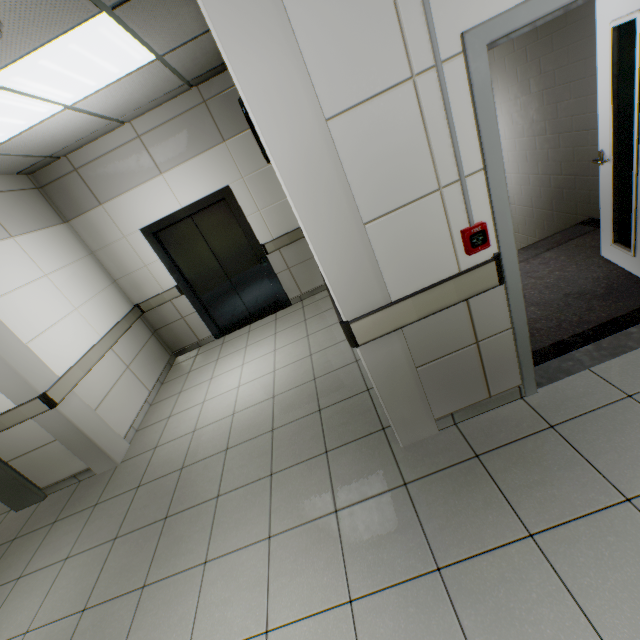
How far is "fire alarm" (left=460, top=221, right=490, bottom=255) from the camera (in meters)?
1.69

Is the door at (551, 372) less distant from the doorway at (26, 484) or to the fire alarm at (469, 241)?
the fire alarm at (469, 241)

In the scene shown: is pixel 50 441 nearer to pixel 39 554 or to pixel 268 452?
pixel 39 554

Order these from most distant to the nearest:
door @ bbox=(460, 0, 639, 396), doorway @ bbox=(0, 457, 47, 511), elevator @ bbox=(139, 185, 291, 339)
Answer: elevator @ bbox=(139, 185, 291, 339) → doorway @ bbox=(0, 457, 47, 511) → door @ bbox=(460, 0, 639, 396)

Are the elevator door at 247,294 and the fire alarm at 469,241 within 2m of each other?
no

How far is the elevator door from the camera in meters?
5.0 m

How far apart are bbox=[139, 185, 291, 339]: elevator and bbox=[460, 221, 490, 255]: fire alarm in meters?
3.8

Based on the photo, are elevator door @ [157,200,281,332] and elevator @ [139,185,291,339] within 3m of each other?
yes
